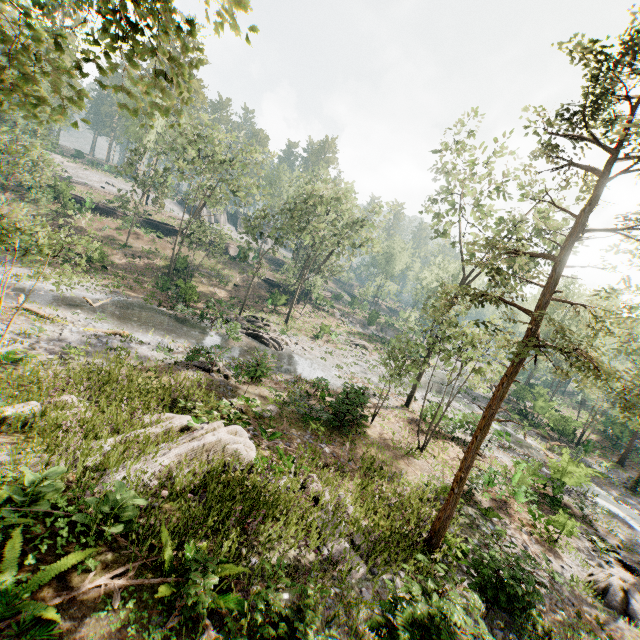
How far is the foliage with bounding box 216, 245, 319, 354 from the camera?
29.09m

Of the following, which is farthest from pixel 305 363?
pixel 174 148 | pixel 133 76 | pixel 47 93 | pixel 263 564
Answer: pixel 47 93

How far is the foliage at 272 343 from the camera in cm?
2909

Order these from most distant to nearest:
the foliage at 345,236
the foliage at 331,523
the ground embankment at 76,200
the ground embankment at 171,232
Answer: the ground embankment at 171,232 → the ground embankment at 76,200 → the foliage at 345,236 → the foliage at 331,523

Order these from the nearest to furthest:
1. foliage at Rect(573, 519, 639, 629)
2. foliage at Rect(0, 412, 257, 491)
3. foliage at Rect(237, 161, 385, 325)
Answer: foliage at Rect(0, 412, 257, 491), foliage at Rect(573, 519, 639, 629), foliage at Rect(237, 161, 385, 325)

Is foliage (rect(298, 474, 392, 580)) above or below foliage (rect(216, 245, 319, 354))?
above
